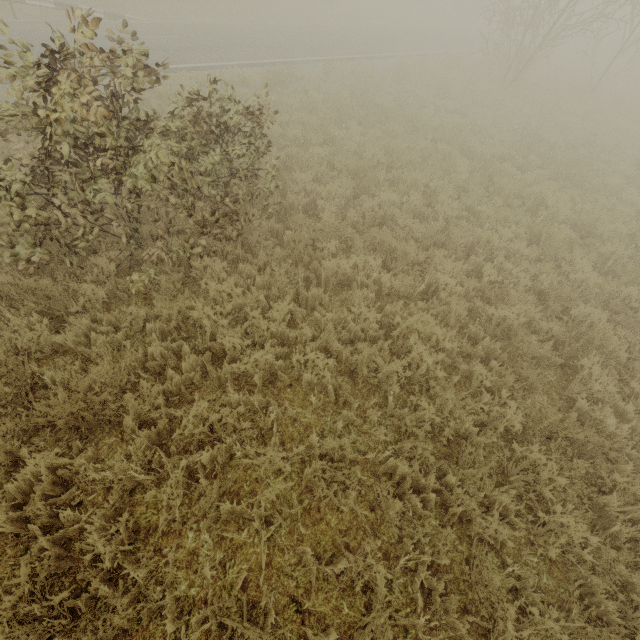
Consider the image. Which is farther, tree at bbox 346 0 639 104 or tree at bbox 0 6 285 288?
tree at bbox 346 0 639 104

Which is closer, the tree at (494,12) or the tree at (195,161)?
the tree at (195,161)

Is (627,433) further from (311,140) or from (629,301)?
(311,140)
